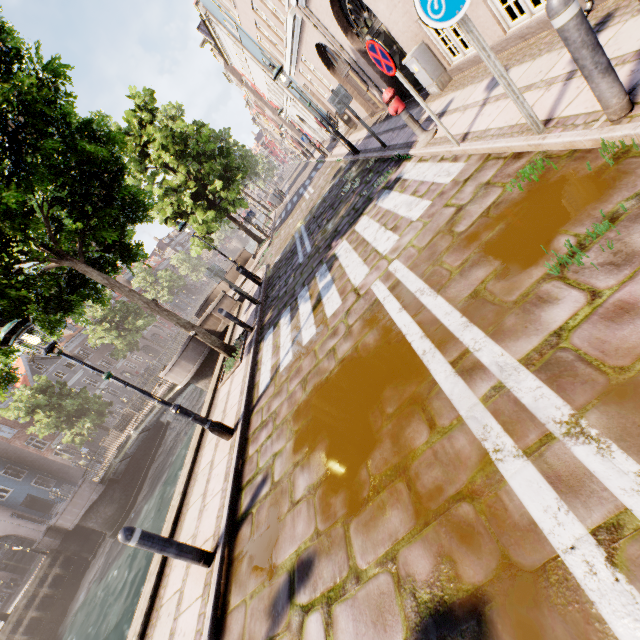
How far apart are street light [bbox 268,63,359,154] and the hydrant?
5.7 meters

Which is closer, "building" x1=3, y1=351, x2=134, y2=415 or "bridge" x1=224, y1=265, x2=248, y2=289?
"bridge" x1=224, y1=265, x2=248, y2=289

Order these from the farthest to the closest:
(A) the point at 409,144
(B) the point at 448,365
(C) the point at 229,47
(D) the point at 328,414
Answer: (C) the point at 229,47 < (A) the point at 409,144 < (D) the point at 328,414 < (B) the point at 448,365

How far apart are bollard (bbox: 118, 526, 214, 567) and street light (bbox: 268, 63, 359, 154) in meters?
12.1

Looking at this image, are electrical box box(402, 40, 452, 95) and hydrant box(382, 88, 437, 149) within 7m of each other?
yes

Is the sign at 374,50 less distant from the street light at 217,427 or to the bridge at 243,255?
the street light at 217,427

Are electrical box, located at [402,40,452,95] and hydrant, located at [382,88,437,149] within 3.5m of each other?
yes

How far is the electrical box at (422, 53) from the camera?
7.10m
